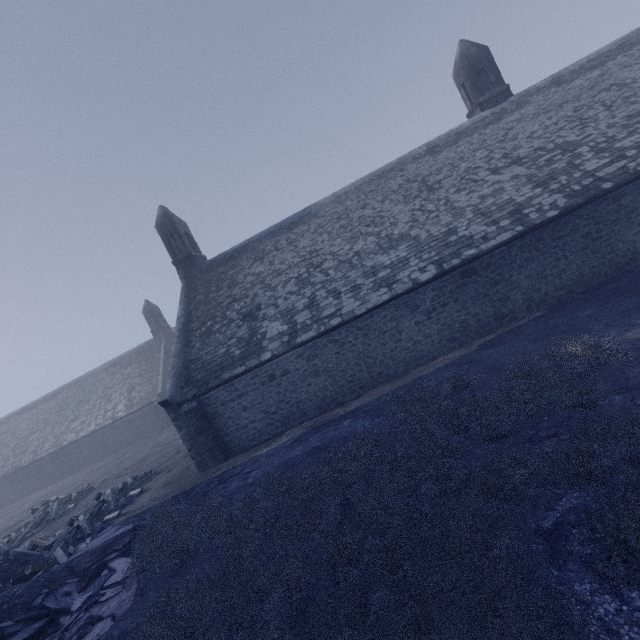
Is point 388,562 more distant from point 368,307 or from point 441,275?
point 441,275
